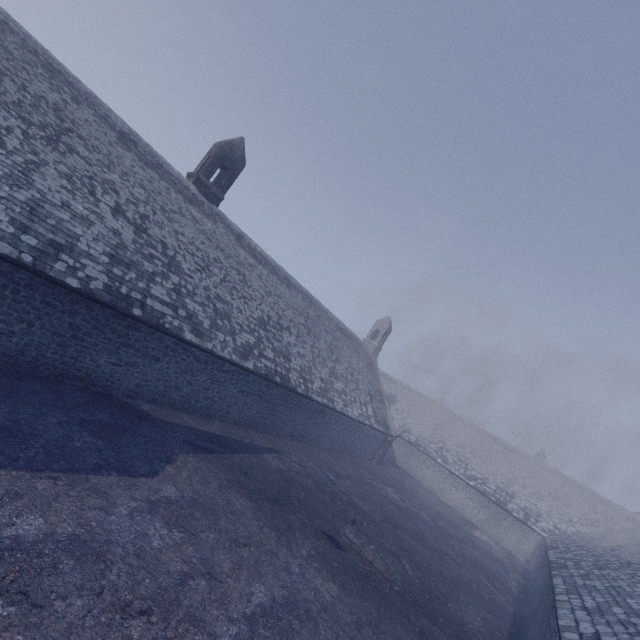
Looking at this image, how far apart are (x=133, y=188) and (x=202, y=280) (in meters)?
4.53
